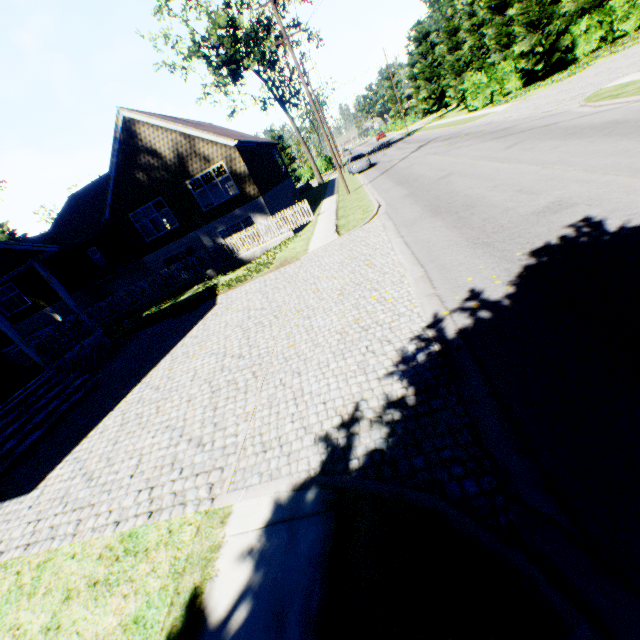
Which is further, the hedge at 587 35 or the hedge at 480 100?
the hedge at 480 100

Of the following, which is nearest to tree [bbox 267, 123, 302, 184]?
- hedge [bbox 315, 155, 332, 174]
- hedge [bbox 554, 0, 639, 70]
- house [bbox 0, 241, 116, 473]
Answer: hedge [bbox 315, 155, 332, 174]

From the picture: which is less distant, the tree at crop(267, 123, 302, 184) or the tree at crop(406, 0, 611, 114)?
the tree at crop(406, 0, 611, 114)

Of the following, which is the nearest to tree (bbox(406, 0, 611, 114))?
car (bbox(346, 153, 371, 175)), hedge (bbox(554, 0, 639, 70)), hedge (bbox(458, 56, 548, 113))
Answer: hedge (bbox(458, 56, 548, 113))

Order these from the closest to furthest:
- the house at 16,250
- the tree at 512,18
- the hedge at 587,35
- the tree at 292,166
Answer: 1. the house at 16,250
2. the tree at 512,18
3. the hedge at 587,35
4. the tree at 292,166

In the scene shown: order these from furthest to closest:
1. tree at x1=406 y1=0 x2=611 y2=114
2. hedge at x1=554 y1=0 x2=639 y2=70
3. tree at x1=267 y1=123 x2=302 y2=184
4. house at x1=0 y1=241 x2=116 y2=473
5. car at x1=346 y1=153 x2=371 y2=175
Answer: tree at x1=267 y1=123 x2=302 y2=184 < car at x1=346 y1=153 x2=371 y2=175 < hedge at x1=554 y1=0 x2=639 y2=70 < tree at x1=406 y1=0 x2=611 y2=114 < house at x1=0 y1=241 x2=116 y2=473

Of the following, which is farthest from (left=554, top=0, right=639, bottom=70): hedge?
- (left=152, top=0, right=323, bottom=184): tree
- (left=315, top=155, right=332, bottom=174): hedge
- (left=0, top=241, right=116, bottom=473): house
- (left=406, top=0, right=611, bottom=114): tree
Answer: (left=0, top=241, right=116, bottom=473): house

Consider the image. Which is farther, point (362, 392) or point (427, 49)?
point (427, 49)
